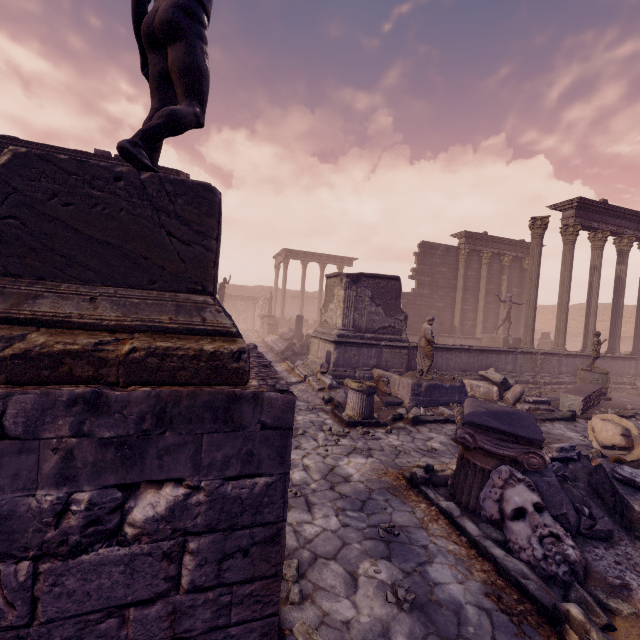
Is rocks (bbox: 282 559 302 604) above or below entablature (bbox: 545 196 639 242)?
below

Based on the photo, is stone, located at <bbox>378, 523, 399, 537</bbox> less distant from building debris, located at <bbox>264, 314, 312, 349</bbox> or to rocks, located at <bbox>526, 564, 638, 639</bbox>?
rocks, located at <bbox>526, 564, 638, 639</bbox>

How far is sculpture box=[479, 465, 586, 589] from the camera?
3.02m

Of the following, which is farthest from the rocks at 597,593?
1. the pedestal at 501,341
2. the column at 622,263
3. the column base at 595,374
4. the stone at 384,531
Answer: the column at 622,263

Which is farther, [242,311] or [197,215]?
[242,311]

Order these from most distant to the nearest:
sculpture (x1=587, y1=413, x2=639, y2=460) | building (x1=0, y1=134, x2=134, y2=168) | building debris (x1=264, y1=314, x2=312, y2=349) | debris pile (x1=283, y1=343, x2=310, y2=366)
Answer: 1. building debris (x1=264, y1=314, x2=312, y2=349)
2. debris pile (x1=283, y1=343, x2=310, y2=366)
3. building (x1=0, y1=134, x2=134, y2=168)
4. sculpture (x1=587, y1=413, x2=639, y2=460)

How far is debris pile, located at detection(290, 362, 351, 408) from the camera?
8.9 meters

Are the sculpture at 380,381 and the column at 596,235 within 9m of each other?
no
